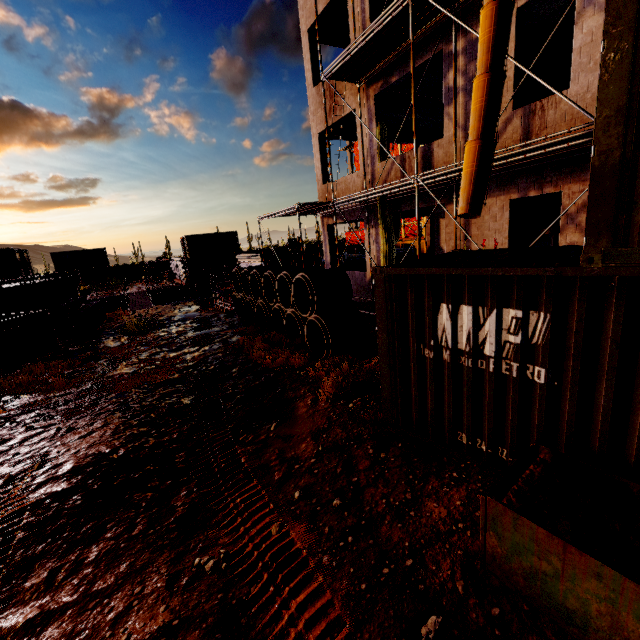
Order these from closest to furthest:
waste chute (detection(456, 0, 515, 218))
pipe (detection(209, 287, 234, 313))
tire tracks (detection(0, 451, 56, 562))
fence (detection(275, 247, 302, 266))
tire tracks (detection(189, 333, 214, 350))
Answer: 1. tire tracks (detection(0, 451, 56, 562))
2. waste chute (detection(456, 0, 515, 218))
3. tire tracks (detection(189, 333, 214, 350))
4. pipe (detection(209, 287, 234, 313))
5. fence (detection(275, 247, 302, 266))

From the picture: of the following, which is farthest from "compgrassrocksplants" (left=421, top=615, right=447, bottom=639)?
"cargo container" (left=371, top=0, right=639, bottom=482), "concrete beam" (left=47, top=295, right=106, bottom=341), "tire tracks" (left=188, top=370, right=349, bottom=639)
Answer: "concrete beam" (left=47, top=295, right=106, bottom=341)

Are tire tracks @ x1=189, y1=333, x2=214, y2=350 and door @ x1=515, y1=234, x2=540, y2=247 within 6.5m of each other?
no

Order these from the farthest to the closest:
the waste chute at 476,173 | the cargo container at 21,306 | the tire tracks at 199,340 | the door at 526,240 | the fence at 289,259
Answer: the fence at 289,259 → the cargo container at 21,306 → the tire tracks at 199,340 → the door at 526,240 → the waste chute at 476,173

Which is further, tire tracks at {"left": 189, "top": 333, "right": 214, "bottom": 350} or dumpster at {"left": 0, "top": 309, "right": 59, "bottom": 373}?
tire tracks at {"left": 189, "top": 333, "right": 214, "bottom": 350}

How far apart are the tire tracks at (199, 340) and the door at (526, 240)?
9.79m

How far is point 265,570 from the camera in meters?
3.1 m

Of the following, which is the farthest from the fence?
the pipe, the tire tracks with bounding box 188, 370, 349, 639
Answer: the tire tracks with bounding box 188, 370, 349, 639
